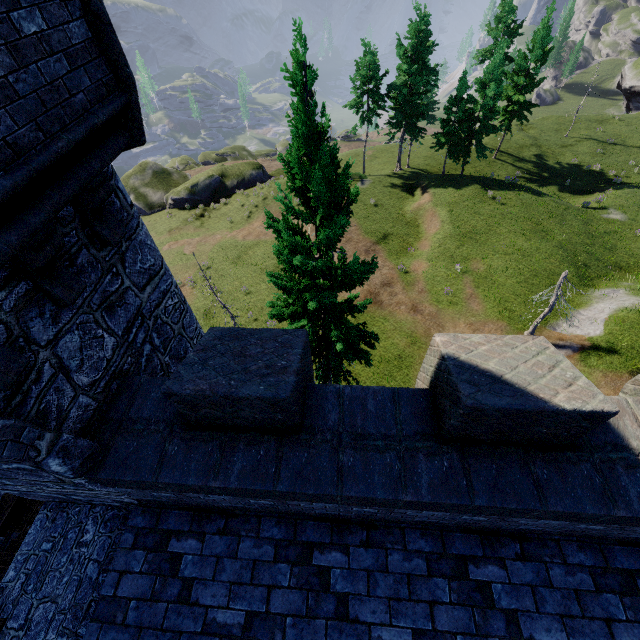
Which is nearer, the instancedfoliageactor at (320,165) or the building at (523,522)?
the building at (523,522)

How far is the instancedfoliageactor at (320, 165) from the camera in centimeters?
714cm

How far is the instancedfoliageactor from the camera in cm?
714

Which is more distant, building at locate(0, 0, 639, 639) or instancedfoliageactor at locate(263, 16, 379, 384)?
instancedfoliageactor at locate(263, 16, 379, 384)

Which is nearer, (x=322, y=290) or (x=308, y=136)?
(x=308, y=136)
